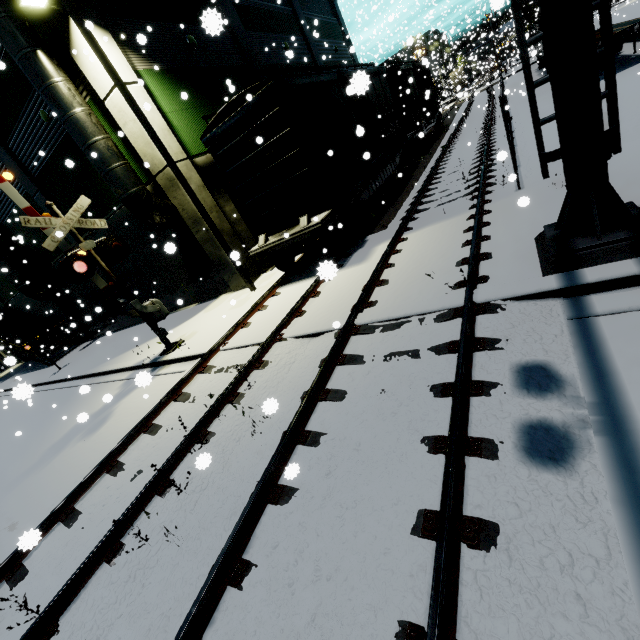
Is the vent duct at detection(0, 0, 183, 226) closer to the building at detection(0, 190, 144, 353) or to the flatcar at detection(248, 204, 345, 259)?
the building at detection(0, 190, 144, 353)

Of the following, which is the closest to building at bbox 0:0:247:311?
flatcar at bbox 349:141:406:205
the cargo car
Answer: A: the cargo car

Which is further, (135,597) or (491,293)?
(491,293)

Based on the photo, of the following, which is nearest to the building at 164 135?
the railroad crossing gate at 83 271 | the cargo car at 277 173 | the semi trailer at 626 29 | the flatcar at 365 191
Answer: the semi trailer at 626 29

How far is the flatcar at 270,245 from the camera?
8.88m

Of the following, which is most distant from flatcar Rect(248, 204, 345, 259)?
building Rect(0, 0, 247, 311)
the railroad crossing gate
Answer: the railroad crossing gate

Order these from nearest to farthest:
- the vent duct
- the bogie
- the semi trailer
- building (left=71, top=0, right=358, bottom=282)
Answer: the vent duct → the bogie → building (left=71, top=0, right=358, bottom=282) → the semi trailer

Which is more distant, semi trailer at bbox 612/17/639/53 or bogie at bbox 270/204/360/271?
semi trailer at bbox 612/17/639/53
